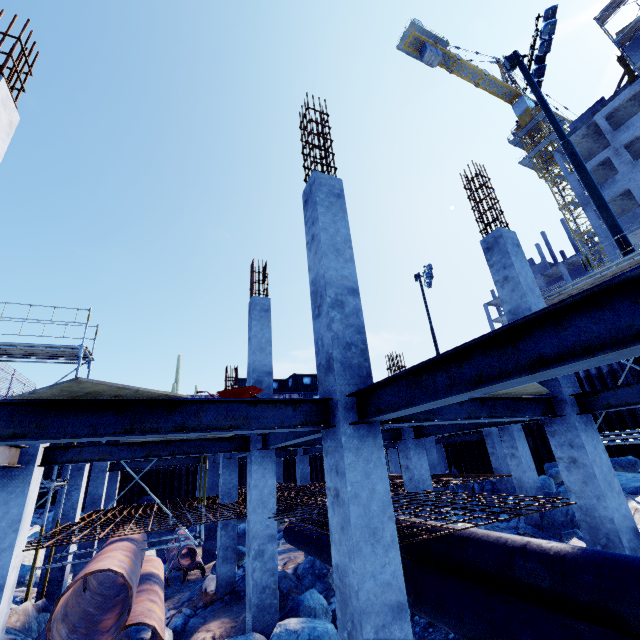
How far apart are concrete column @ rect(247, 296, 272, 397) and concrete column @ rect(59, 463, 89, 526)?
6.20m

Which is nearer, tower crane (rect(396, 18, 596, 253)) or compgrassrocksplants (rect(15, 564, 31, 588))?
compgrassrocksplants (rect(15, 564, 31, 588))

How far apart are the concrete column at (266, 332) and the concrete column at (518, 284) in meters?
6.2 m

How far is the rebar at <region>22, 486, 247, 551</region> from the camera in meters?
7.1

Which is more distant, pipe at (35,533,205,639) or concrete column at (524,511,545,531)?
concrete column at (524,511,545,531)

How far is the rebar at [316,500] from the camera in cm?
617

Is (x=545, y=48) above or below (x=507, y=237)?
above

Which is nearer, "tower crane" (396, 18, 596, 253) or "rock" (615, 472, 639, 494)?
"rock" (615, 472, 639, 494)
